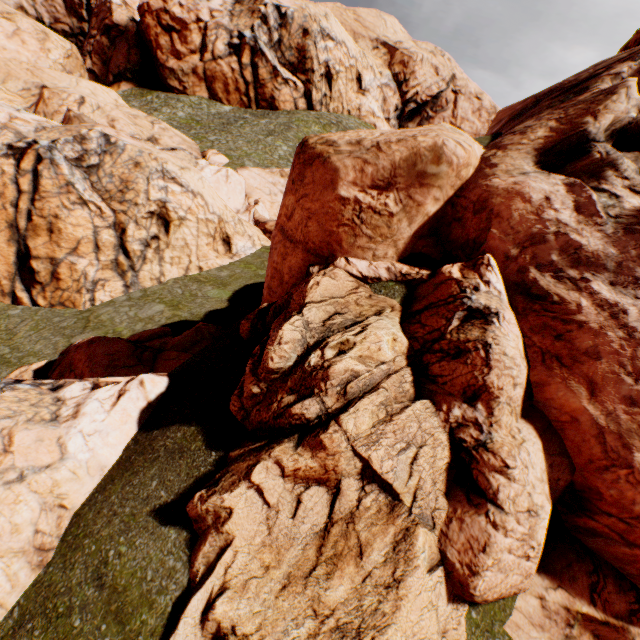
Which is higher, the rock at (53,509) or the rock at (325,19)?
the rock at (325,19)

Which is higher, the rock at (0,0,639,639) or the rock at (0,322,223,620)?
the rock at (0,0,639,639)

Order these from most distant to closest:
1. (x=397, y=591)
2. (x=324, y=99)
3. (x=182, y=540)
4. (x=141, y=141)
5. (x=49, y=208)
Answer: (x=324, y=99) → (x=141, y=141) → (x=49, y=208) → (x=182, y=540) → (x=397, y=591)
